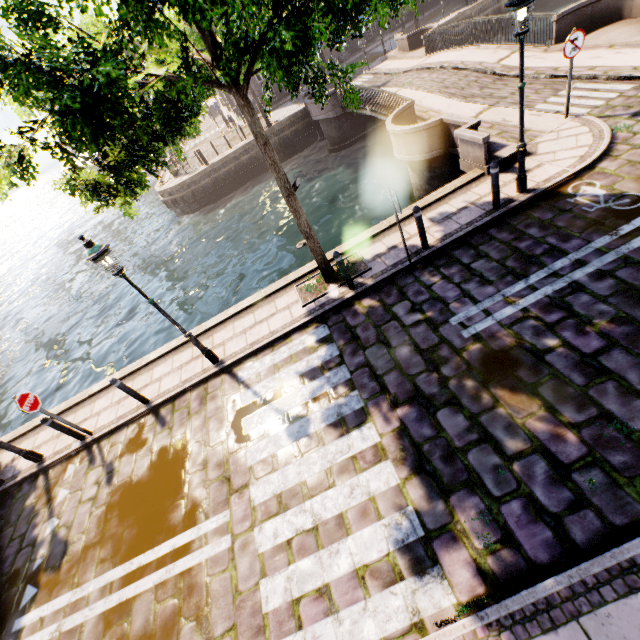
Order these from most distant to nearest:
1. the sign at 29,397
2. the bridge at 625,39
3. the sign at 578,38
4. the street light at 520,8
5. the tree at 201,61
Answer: the bridge at 625,39, the sign at 578,38, the sign at 29,397, the street light at 520,8, the tree at 201,61

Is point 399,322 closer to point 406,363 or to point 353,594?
point 406,363

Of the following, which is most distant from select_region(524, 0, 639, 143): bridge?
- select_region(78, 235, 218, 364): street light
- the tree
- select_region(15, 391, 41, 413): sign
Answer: select_region(15, 391, 41, 413): sign

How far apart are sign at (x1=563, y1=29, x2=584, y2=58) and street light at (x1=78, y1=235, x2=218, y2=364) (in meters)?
11.19

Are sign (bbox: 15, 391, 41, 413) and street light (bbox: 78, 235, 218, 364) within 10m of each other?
yes

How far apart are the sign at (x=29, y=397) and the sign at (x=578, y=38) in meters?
15.0

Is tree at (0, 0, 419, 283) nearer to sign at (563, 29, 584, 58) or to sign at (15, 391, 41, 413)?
sign at (563, 29, 584, 58)

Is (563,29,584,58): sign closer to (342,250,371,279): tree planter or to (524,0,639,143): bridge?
(524,0,639,143): bridge
